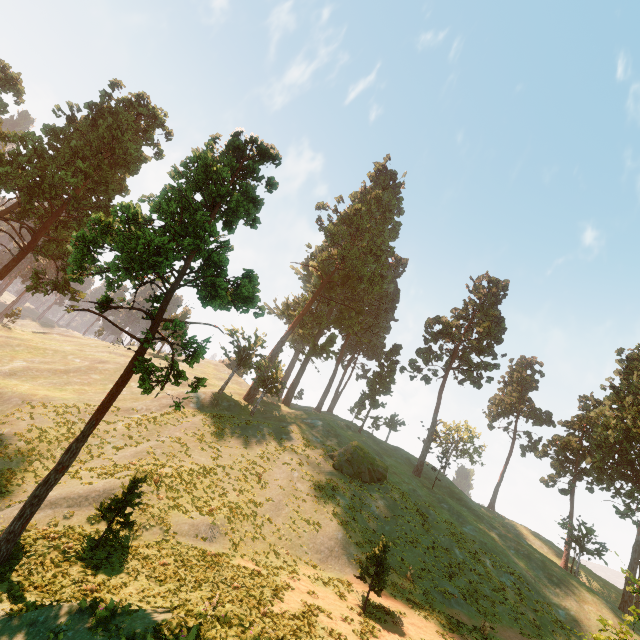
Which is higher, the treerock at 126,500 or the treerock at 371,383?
the treerock at 371,383

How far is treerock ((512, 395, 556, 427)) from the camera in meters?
56.6

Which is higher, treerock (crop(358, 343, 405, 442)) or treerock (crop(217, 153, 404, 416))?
treerock (crop(217, 153, 404, 416))

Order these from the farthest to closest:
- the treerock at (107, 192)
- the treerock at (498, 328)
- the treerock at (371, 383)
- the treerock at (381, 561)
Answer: the treerock at (371, 383)
the treerock at (498, 328)
the treerock at (381, 561)
the treerock at (107, 192)

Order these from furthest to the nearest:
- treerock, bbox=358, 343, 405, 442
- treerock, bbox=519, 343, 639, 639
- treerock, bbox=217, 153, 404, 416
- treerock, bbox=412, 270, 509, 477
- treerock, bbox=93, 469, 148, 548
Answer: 1. treerock, bbox=358, 343, 405, 442
2. treerock, bbox=412, 270, 509, 477
3. treerock, bbox=217, 153, 404, 416
4. treerock, bbox=519, 343, 639, 639
5. treerock, bbox=93, 469, 148, 548

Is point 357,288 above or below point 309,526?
above
